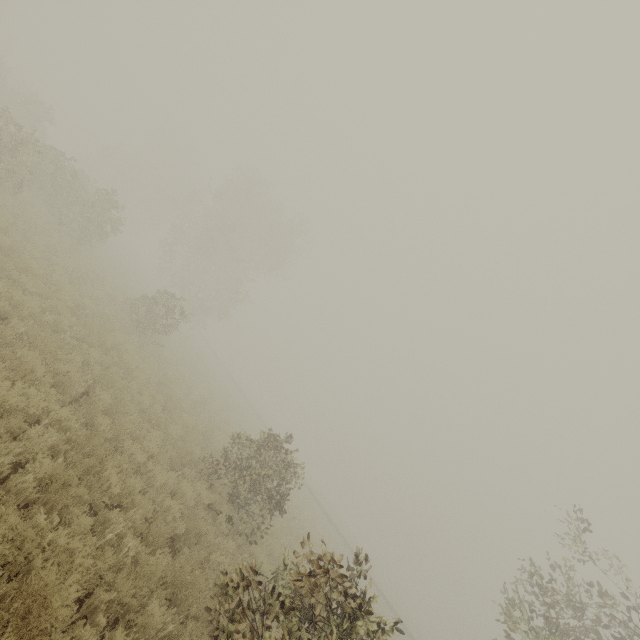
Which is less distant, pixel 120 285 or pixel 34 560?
pixel 34 560
